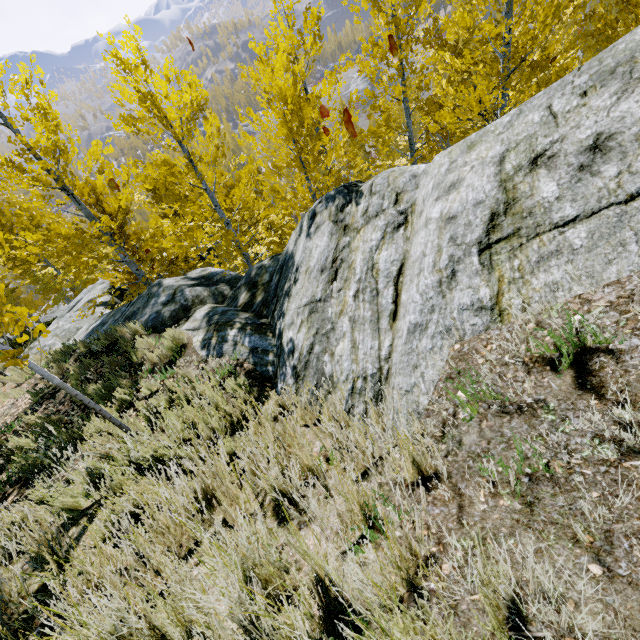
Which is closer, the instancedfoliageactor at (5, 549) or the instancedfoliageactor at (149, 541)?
the instancedfoliageactor at (149, 541)

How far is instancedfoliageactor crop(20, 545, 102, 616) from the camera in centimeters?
192cm

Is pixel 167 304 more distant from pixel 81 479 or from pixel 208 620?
pixel 208 620

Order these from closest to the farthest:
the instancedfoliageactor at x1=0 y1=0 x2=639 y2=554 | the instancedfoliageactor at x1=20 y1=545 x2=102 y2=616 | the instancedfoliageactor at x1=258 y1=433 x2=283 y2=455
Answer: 1. the instancedfoliageactor at x1=20 y1=545 x2=102 y2=616
2. the instancedfoliageactor at x1=258 y1=433 x2=283 y2=455
3. the instancedfoliageactor at x1=0 y1=0 x2=639 y2=554

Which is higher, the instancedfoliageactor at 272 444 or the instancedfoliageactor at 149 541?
the instancedfoliageactor at 149 541
